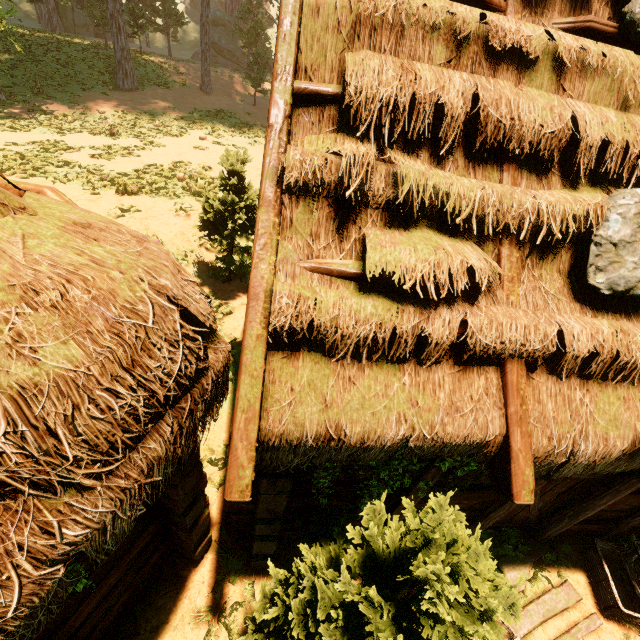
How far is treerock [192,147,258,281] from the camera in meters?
7.5 m

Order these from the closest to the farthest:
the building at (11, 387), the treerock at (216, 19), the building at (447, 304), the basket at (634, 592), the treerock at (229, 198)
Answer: the building at (11, 387), the building at (447, 304), the basket at (634, 592), the treerock at (229, 198), the treerock at (216, 19)

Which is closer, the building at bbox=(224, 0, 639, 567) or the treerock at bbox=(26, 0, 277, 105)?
the building at bbox=(224, 0, 639, 567)

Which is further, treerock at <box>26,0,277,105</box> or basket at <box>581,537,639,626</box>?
treerock at <box>26,0,277,105</box>

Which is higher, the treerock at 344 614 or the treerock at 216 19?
the treerock at 216 19

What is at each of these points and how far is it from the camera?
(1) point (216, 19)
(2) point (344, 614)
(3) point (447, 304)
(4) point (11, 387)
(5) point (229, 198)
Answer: (1) treerock, 30.5m
(2) treerock, 2.2m
(3) building, 2.5m
(4) building, 1.2m
(5) treerock, 7.5m

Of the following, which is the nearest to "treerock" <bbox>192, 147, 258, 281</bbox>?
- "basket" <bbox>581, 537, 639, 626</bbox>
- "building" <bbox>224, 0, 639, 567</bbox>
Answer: "building" <bbox>224, 0, 639, 567</bbox>
